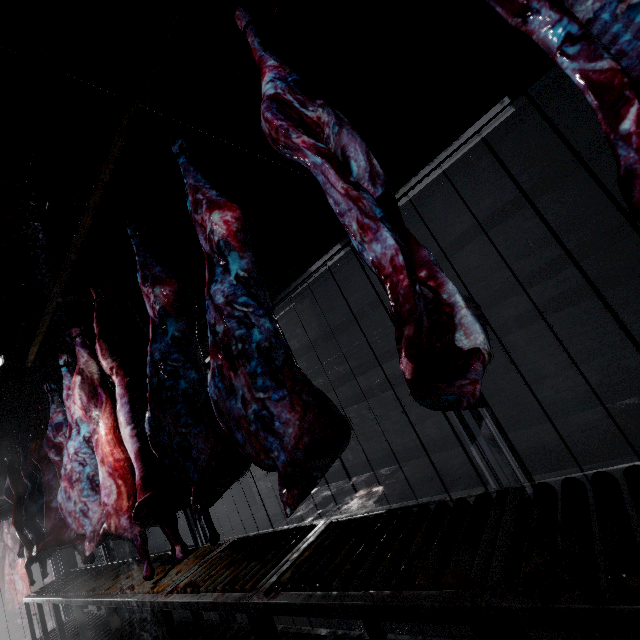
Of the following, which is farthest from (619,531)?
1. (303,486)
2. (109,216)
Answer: (109,216)

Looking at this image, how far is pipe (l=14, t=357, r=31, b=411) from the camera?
5.6m

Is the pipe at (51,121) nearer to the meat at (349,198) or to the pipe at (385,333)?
the pipe at (385,333)

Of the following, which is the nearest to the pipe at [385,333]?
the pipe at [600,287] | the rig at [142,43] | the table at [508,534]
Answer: the pipe at [600,287]

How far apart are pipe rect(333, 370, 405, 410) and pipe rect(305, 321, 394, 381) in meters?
0.1 m

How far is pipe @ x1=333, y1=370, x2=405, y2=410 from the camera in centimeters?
470cm
